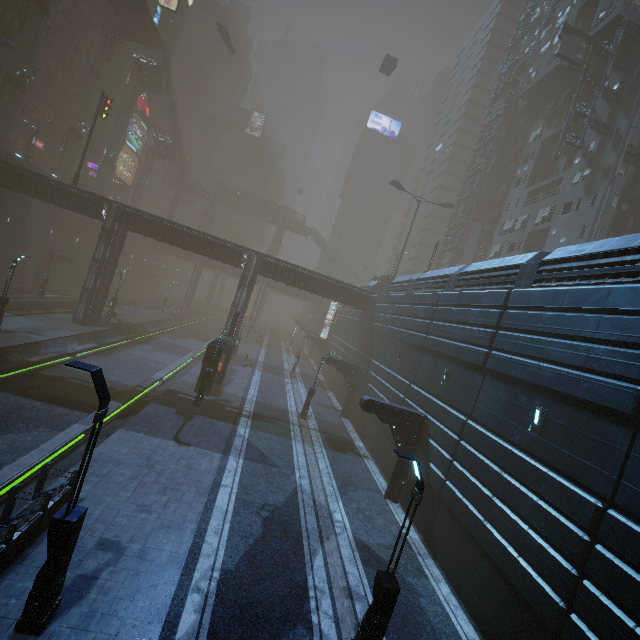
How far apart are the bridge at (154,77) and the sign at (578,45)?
53.4 meters

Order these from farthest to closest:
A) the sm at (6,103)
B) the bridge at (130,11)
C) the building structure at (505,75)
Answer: the building structure at (505,75), the bridge at (130,11), the sm at (6,103)

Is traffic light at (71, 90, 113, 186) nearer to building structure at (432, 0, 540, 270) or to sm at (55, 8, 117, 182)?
sm at (55, 8, 117, 182)

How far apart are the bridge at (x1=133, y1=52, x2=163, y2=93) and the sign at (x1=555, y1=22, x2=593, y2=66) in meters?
53.4

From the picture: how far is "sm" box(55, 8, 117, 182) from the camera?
44.7 meters

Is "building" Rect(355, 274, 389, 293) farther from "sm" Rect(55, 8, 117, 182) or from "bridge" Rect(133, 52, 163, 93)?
"bridge" Rect(133, 52, 163, 93)

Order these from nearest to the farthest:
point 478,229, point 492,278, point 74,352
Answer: point 492,278
point 74,352
point 478,229

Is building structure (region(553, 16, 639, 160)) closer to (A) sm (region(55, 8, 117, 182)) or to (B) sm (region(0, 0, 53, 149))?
(B) sm (region(0, 0, 53, 149))
